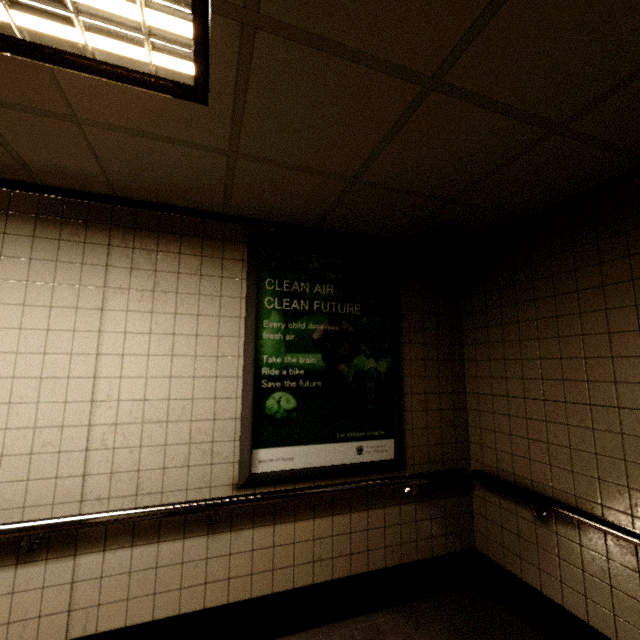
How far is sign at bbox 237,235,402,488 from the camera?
2.3 meters

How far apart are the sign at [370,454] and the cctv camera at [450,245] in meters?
0.4 m

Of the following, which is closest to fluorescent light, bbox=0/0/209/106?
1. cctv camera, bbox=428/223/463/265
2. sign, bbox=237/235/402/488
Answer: sign, bbox=237/235/402/488

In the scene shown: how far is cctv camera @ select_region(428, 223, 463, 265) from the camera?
2.4m

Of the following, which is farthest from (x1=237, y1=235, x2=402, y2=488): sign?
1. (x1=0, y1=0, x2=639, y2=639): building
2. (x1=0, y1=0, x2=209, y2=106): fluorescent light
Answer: (x1=0, y1=0, x2=209, y2=106): fluorescent light

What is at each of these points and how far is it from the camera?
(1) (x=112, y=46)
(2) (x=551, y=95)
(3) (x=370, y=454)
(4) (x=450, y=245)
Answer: (1) fluorescent light, 1.1 meters
(2) building, 1.3 meters
(3) sign, 2.5 meters
(4) cctv camera, 2.4 meters

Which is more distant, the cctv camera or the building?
the cctv camera

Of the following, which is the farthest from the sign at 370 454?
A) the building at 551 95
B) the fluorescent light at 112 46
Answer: the fluorescent light at 112 46
